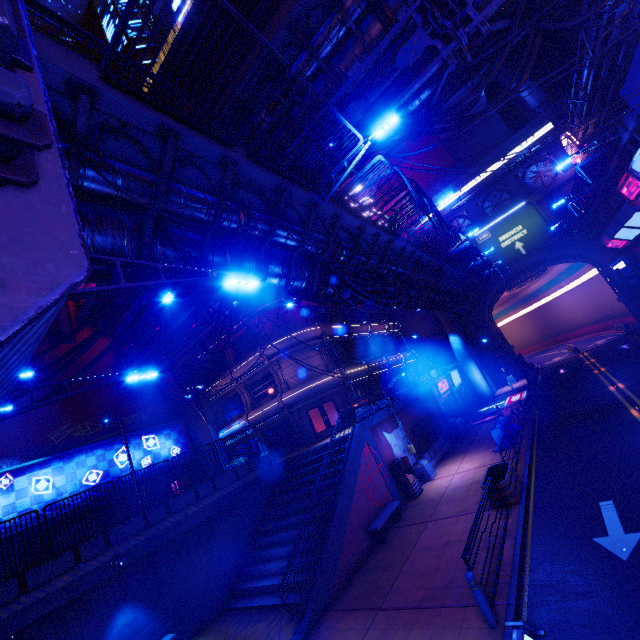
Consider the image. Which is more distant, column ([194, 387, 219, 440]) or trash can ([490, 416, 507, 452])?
column ([194, 387, 219, 440])

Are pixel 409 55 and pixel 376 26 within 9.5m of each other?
yes

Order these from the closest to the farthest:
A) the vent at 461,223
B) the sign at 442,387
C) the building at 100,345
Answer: the building at 100,345 < the sign at 442,387 < the vent at 461,223

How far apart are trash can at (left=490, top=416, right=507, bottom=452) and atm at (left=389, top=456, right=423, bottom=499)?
4.6m

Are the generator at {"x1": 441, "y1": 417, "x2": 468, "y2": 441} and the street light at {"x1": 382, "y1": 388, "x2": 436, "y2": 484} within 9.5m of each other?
yes

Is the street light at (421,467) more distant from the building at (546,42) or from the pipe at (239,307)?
the building at (546,42)

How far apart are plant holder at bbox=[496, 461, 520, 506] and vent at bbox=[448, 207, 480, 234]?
37.2 meters

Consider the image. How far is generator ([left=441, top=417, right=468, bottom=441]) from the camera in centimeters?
2434cm
